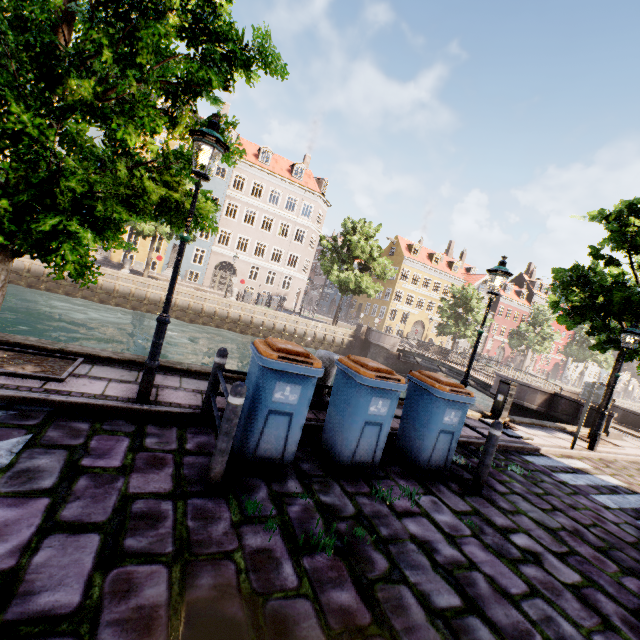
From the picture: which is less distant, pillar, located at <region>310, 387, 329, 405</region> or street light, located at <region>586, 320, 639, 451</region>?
pillar, located at <region>310, 387, 329, 405</region>

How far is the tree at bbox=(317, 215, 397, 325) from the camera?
28.0 meters

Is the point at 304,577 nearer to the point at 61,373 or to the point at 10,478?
the point at 10,478

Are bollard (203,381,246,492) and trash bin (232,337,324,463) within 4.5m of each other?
yes

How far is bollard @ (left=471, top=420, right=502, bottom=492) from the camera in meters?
4.8

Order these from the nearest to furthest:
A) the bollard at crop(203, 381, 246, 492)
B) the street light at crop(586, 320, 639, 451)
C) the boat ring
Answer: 1. the bollard at crop(203, 381, 246, 492)
2. the boat ring
3. the street light at crop(586, 320, 639, 451)

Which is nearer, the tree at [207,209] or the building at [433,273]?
the tree at [207,209]

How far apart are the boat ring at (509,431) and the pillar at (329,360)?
5.3m
